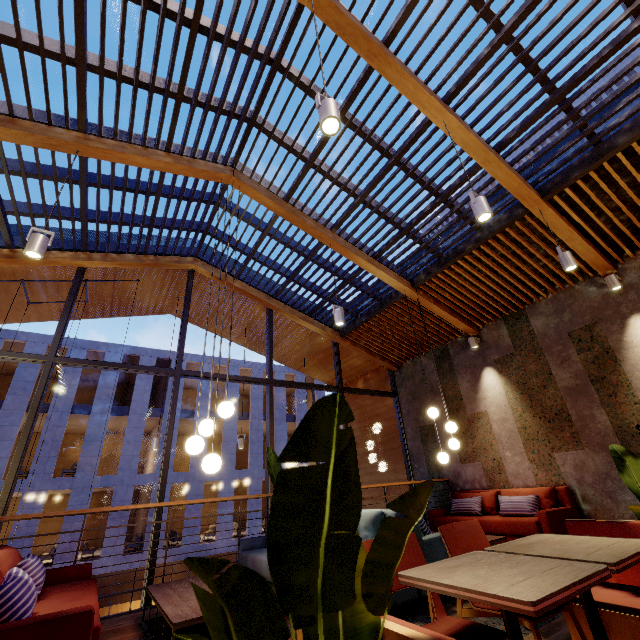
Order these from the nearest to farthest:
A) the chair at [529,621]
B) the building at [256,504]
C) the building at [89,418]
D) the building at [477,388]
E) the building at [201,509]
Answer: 1. the chair at [529,621]
2. the building at [477,388]
3. the building at [89,418]
4. the building at [201,509]
5. the building at [256,504]

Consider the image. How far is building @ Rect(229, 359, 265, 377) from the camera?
25.09m

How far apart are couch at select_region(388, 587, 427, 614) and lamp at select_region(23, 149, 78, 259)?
4.24m

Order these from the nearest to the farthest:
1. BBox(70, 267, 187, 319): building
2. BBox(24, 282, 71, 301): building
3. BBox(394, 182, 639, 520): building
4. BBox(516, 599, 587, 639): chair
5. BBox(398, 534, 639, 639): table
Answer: BBox(398, 534, 639, 639): table
BBox(516, 599, 587, 639): chair
BBox(394, 182, 639, 520): building
BBox(24, 282, 71, 301): building
BBox(70, 267, 187, 319): building

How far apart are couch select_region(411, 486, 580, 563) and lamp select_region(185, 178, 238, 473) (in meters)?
4.85

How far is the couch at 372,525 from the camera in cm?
347

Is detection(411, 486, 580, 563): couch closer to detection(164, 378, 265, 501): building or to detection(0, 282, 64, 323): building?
detection(0, 282, 64, 323): building

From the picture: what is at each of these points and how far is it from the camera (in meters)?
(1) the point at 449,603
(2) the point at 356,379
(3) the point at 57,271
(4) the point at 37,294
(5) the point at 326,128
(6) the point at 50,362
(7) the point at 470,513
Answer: (1) building, 3.32
(2) building, 11.09
(3) building, 6.57
(4) building, 7.02
(5) lamp, 2.44
(6) window frame, 5.33
(7) couch, 6.20
